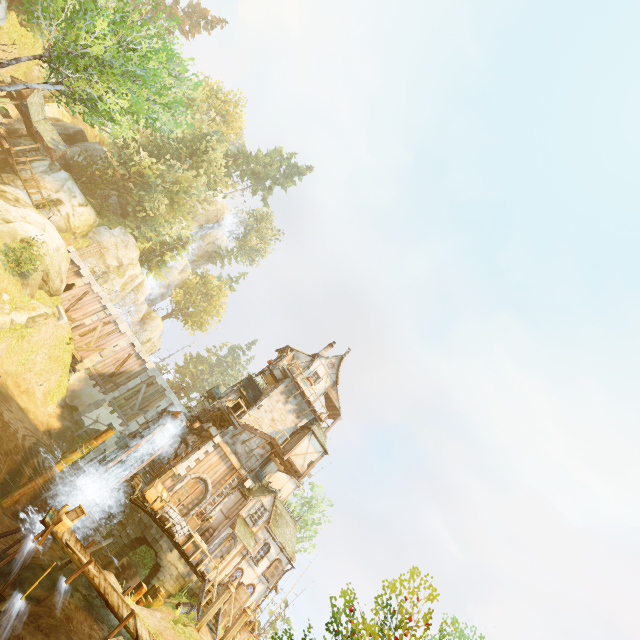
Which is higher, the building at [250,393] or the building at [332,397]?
the building at [332,397]

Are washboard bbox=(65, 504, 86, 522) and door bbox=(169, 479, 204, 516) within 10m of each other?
no

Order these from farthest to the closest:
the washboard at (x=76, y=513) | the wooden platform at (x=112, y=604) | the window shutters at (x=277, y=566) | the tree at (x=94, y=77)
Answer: the window shutters at (x=277, y=566) < the tree at (x=94, y=77) < the washboard at (x=76, y=513) < the wooden platform at (x=112, y=604)

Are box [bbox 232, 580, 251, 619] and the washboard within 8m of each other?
no

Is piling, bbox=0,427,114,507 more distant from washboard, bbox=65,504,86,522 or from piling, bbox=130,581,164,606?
washboard, bbox=65,504,86,522

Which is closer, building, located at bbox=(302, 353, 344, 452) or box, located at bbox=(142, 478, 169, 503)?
box, located at bbox=(142, 478, 169, 503)

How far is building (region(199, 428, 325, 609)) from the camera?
21.8 meters

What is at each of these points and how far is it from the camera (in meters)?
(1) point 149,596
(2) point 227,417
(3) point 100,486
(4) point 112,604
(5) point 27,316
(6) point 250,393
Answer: (1) piling, 15.79
(2) wooden platform, 24.33
(3) water wheel, 19.72
(4) wooden platform, 11.17
(5) rock, 21.23
(6) building, 27.52
